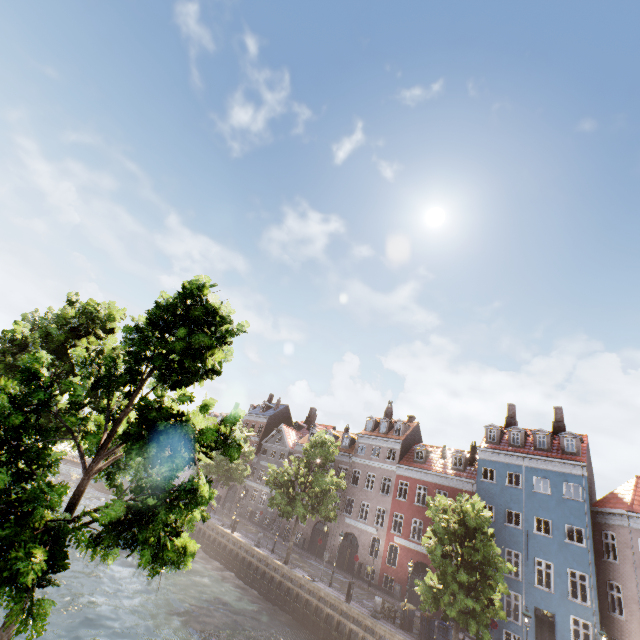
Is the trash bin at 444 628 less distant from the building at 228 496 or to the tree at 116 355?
the tree at 116 355

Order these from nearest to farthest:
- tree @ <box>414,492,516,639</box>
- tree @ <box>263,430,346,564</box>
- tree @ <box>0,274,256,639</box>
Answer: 1. tree @ <box>0,274,256,639</box>
2. tree @ <box>414,492,516,639</box>
3. tree @ <box>263,430,346,564</box>

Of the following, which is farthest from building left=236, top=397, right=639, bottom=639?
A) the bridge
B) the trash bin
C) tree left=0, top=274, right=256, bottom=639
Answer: the bridge

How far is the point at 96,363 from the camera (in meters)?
8.06

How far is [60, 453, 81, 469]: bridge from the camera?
41.50m

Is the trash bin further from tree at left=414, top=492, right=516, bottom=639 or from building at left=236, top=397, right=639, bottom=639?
building at left=236, top=397, right=639, bottom=639
